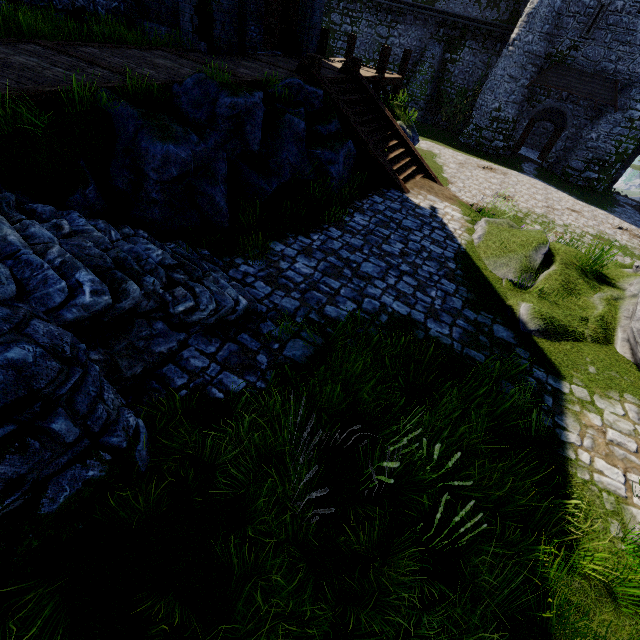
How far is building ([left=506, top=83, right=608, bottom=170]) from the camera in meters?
24.0

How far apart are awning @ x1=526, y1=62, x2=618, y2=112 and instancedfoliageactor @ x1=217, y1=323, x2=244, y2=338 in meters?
30.5 m

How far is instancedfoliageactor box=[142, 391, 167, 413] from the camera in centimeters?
334cm

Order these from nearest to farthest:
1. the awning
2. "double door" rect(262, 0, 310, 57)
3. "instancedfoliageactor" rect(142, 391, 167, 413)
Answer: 1. "instancedfoliageactor" rect(142, 391, 167, 413)
2. "double door" rect(262, 0, 310, 57)
3. the awning

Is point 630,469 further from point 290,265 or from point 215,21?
point 215,21

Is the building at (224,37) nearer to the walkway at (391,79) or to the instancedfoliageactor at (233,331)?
the walkway at (391,79)

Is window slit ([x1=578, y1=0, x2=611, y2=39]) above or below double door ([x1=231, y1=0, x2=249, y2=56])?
above

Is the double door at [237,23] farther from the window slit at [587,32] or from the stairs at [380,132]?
the window slit at [587,32]
